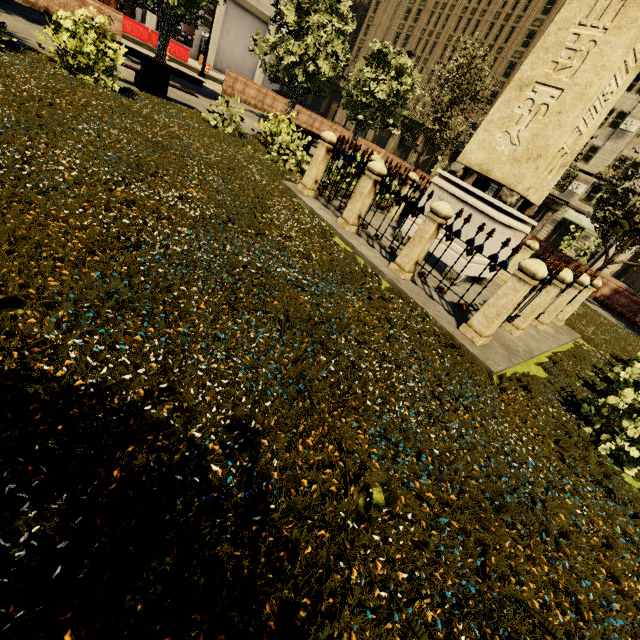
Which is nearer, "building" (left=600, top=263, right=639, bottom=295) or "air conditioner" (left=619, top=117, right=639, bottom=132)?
"air conditioner" (left=619, top=117, right=639, bottom=132)

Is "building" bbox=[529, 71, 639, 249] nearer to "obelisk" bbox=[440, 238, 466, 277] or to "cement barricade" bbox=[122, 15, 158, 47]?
"cement barricade" bbox=[122, 15, 158, 47]

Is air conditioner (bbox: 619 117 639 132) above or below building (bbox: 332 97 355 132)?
above

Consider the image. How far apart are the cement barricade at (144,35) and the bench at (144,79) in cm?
1900

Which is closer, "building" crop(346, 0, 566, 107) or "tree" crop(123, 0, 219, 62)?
"tree" crop(123, 0, 219, 62)

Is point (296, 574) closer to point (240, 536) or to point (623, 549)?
point (240, 536)

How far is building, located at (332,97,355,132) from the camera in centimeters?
5550cm

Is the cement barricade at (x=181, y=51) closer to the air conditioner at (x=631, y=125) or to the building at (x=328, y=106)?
the building at (x=328, y=106)
